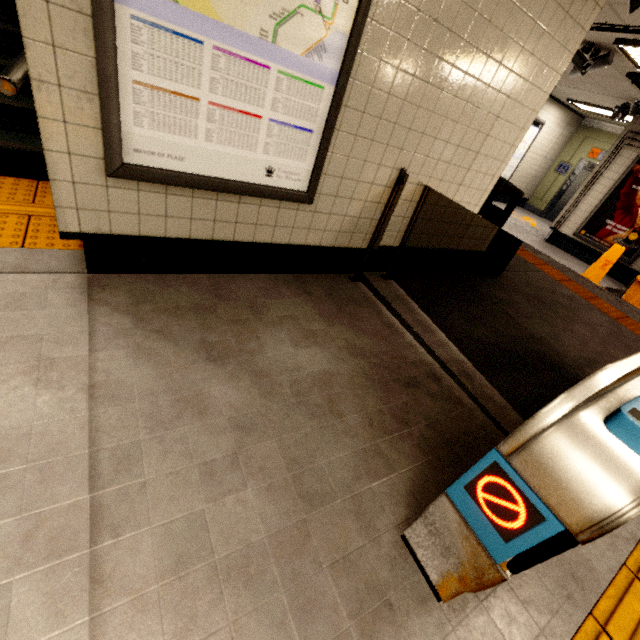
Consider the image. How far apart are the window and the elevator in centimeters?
660cm

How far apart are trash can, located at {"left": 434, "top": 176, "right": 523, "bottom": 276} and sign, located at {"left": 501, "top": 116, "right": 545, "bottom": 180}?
7.0m

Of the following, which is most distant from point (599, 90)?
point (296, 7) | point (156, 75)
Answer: point (156, 75)

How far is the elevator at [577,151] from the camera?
9.8m

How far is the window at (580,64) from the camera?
4.62m

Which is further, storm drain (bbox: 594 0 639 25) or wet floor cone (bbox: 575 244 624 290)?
wet floor cone (bbox: 575 244 624 290)

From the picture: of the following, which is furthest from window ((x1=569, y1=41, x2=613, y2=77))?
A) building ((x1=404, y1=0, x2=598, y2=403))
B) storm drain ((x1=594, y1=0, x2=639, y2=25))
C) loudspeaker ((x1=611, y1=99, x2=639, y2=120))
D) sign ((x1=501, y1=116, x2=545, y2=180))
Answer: sign ((x1=501, y1=116, x2=545, y2=180))

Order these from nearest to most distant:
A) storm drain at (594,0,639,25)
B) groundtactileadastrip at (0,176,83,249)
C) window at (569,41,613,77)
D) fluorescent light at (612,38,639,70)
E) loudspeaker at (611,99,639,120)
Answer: groundtactileadastrip at (0,176,83,249) < storm drain at (594,0,639,25) < fluorescent light at (612,38,639,70) < window at (569,41,613,77) < loudspeaker at (611,99,639,120)
